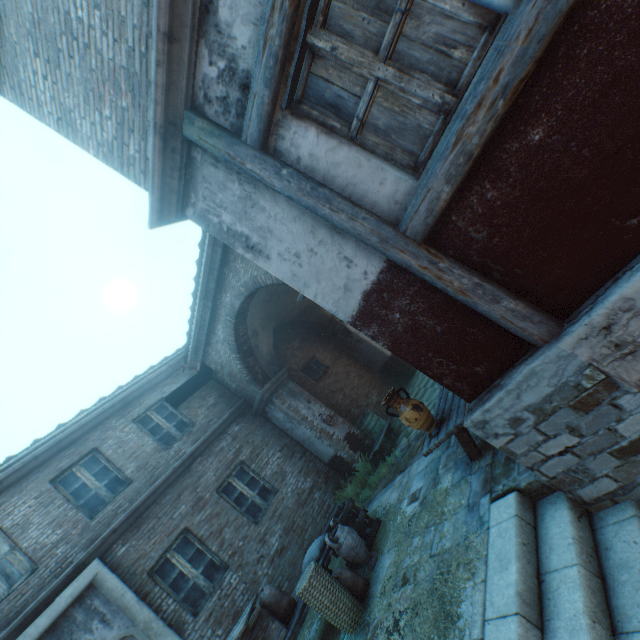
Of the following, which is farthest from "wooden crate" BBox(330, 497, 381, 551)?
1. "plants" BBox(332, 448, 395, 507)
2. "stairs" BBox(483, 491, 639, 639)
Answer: "stairs" BBox(483, 491, 639, 639)

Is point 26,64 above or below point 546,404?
above

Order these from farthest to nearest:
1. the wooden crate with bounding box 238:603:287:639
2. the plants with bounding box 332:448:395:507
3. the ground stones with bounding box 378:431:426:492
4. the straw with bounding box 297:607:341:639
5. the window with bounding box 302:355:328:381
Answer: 1. the window with bounding box 302:355:328:381
2. the plants with bounding box 332:448:395:507
3. the ground stones with bounding box 378:431:426:492
4. the straw with bounding box 297:607:341:639
5. the wooden crate with bounding box 238:603:287:639

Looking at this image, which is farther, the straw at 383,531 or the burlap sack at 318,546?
the burlap sack at 318,546

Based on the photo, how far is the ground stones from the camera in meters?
6.9

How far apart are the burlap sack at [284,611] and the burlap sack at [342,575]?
0.7m

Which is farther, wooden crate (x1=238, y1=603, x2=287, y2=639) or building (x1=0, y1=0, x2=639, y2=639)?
wooden crate (x1=238, y1=603, x2=287, y2=639)

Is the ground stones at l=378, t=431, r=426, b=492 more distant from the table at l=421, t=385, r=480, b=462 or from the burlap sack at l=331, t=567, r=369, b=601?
the burlap sack at l=331, t=567, r=369, b=601
